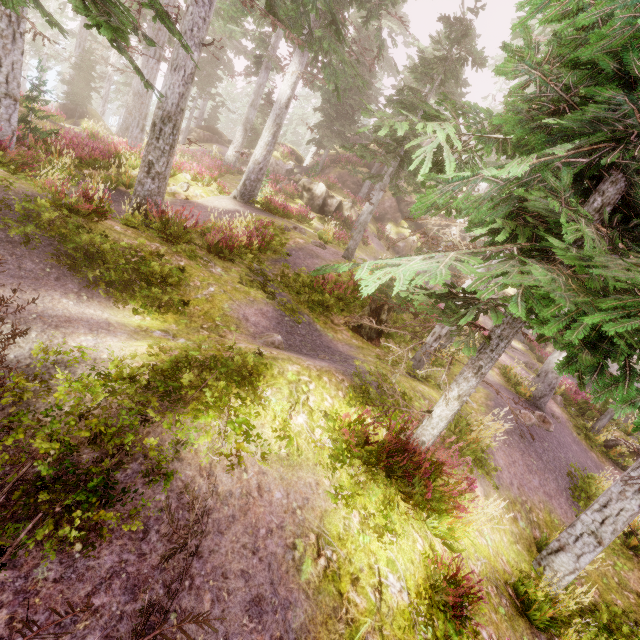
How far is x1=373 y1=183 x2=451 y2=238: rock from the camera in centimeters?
3070cm

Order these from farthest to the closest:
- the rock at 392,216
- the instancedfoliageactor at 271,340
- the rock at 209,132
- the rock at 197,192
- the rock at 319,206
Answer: the rock at 209,132, the rock at 392,216, the rock at 319,206, the rock at 197,192, the instancedfoliageactor at 271,340

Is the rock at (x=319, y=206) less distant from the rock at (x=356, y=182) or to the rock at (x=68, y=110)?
the rock at (x=356, y=182)

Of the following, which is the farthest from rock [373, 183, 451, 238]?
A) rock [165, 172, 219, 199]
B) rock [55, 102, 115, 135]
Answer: rock [165, 172, 219, 199]

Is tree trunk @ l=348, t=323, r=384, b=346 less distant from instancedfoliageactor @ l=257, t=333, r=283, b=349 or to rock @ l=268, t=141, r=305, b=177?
instancedfoliageactor @ l=257, t=333, r=283, b=349

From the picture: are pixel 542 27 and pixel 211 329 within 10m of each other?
no

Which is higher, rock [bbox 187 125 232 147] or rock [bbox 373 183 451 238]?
rock [bbox 373 183 451 238]

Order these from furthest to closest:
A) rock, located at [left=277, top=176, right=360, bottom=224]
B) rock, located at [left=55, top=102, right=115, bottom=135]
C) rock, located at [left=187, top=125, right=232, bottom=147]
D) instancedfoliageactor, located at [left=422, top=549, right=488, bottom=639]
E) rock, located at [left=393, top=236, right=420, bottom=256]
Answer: rock, located at [left=187, top=125, right=232, bottom=147]
rock, located at [left=393, top=236, right=420, bottom=256]
rock, located at [left=55, top=102, right=115, bottom=135]
rock, located at [left=277, top=176, right=360, bottom=224]
instancedfoliageactor, located at [left=422, top=549, right=488, bottom=639]
